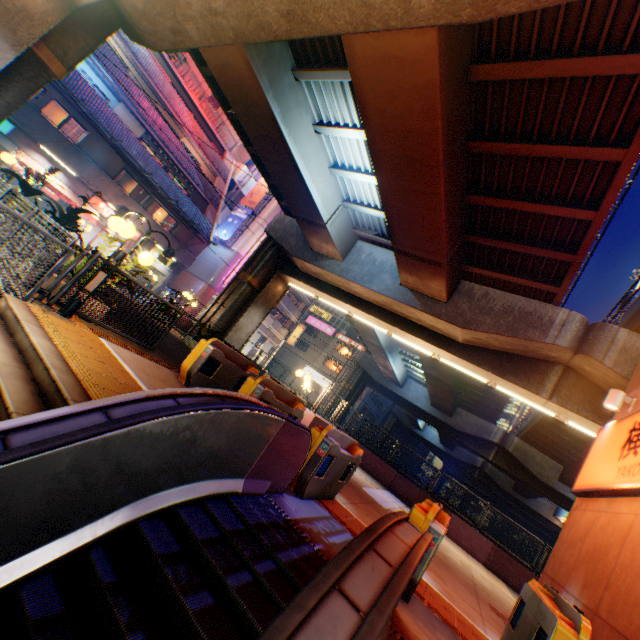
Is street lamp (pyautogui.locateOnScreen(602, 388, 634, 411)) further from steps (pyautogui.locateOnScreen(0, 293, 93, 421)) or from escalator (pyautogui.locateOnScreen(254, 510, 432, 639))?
steps (pyautogui.locateOnScreen(0, 293, 93, 421))

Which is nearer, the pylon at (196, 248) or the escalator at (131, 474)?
the escalator at (131, 474)

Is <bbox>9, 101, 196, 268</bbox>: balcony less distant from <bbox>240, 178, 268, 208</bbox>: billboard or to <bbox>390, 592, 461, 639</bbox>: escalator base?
<bbox>240, 178, 268, 208</bbox>: billboard

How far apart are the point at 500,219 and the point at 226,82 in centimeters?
965cm

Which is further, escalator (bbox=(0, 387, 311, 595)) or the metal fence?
the metal fence

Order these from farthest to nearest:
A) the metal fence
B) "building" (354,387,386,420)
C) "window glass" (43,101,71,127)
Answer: "building" (354,387,386,420) < "window glass" (43,101,71,127) < the metal fence

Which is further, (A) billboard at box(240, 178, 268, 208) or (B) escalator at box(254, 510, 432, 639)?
(A) billboard at box(240, 178, 268, 208)

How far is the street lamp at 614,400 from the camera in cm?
698
